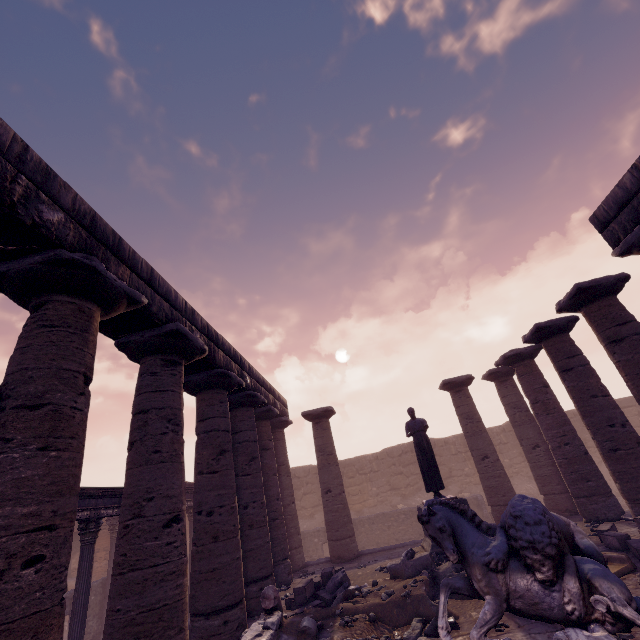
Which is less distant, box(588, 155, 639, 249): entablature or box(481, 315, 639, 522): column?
box(588, 155, 639, 249): entablature

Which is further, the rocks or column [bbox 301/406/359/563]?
column [bbox 301/406/359/563]

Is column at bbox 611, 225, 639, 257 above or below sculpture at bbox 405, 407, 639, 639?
above

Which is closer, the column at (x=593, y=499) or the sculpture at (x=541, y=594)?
the sculpture at (x=541, y=594)

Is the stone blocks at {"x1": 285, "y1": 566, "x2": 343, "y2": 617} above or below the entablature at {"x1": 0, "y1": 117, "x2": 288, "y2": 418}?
below

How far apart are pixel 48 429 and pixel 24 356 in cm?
95

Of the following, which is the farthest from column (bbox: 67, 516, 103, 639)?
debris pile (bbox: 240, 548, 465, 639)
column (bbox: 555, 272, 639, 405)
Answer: column (bbox: 555, 272, 639, 405)

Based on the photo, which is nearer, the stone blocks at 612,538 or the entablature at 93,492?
the stone blocks at 612,538
